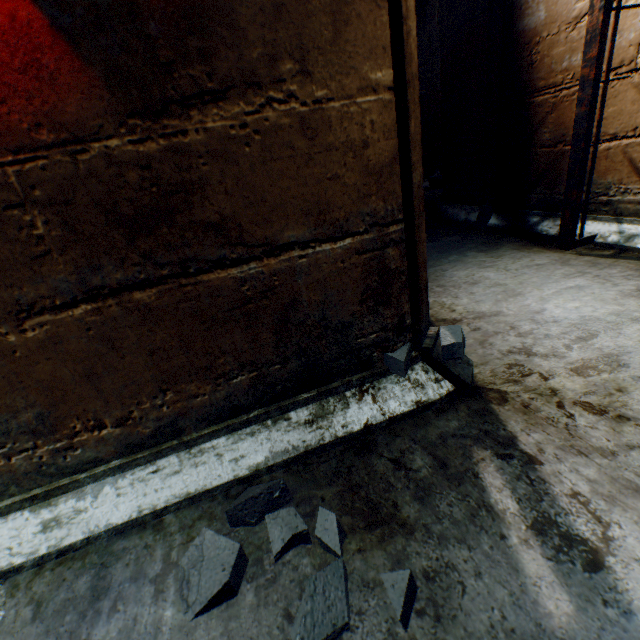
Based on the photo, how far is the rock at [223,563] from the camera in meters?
0.7 m

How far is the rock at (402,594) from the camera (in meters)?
0.60

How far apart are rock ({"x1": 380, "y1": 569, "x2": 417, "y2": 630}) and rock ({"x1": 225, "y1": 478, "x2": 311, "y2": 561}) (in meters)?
0.12

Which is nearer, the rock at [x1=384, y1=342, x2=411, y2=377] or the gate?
the rock at [x1=384, y1=342, x2=411, y2=377]

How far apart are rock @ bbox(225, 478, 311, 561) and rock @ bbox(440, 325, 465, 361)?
0.6 meters

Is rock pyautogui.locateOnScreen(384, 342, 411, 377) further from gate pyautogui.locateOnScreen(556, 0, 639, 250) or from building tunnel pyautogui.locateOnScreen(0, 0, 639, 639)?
gate pyautogui.locateOnScreen(556, 0, 639, 250)

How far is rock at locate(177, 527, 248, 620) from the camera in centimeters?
69cm

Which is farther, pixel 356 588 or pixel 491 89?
pixel 491 89
